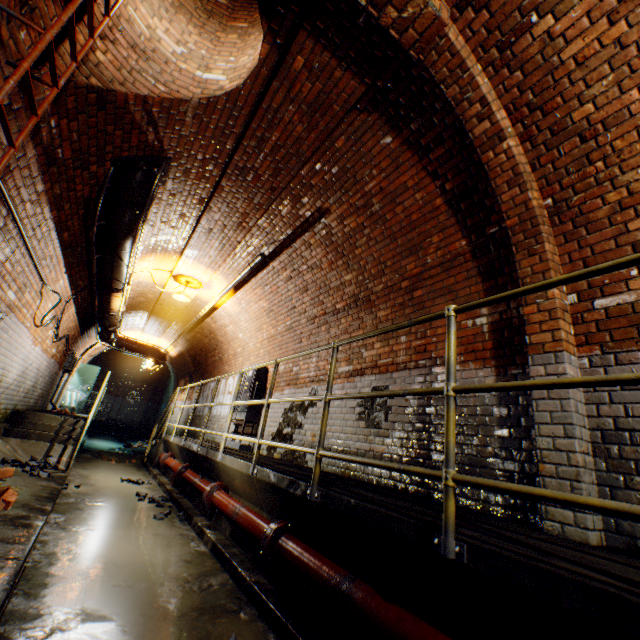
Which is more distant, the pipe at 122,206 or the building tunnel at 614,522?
the pipe at 122,206

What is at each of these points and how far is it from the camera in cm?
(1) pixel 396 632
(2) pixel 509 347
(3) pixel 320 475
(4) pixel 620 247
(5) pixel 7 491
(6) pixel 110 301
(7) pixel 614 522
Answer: (1) pipe, 166
(2) building tunnel, 305
(3) walkway, 375
(4) building tunnel, 252
(5) bricks, 360
(6) pipe, 725
(7) building tunnel, 212

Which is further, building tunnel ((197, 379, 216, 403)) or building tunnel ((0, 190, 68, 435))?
building tunnel ((197, 379, 216, 403))

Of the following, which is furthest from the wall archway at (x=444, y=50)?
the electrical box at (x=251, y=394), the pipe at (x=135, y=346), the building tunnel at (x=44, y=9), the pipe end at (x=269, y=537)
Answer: the pipe at (x=135, y=346)

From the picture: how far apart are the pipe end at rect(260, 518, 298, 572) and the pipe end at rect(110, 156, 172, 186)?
4.5m

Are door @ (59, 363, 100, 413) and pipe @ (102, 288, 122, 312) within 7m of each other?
no

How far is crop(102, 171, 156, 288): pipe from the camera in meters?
4.3 m
